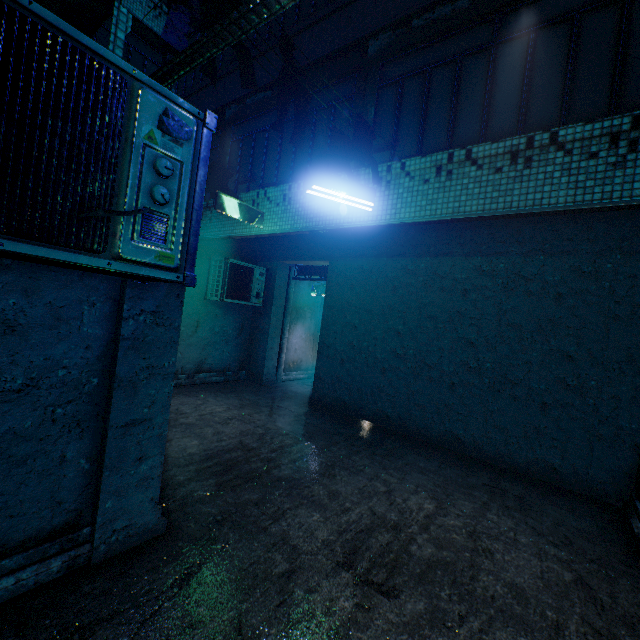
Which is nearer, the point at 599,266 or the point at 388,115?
the point at 599,266

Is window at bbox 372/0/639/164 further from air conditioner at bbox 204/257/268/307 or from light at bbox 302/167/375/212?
air conditioner at bbox 204/257/268/307

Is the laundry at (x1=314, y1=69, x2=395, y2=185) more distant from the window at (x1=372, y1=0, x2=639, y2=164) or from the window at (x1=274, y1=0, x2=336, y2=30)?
the window at (x1=274, y1=0, x2=336, y2=30)

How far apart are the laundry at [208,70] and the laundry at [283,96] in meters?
0.4 m

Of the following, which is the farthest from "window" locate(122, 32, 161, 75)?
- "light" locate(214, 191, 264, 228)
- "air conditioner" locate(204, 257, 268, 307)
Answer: "air conditioner" locate(204, 257, 268, 307)

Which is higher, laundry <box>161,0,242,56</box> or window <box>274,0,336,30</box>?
window <box>274,0,336,30</box>

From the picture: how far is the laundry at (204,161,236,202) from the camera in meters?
5.7 m

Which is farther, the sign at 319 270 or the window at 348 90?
the sign at 319 270
